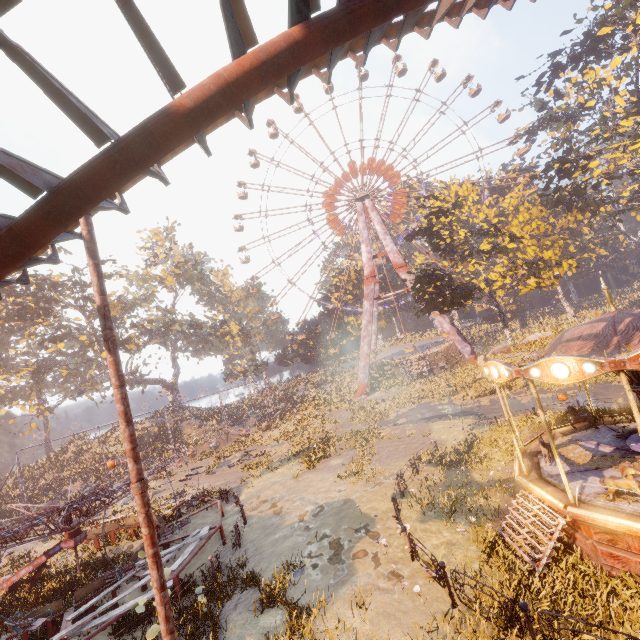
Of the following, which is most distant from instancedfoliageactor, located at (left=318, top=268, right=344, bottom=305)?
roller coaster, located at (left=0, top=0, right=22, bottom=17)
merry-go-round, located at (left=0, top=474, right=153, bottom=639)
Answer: roller coaster, located at (left=0, top=0, right=22, bottom=17)

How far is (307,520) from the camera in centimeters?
1399cm

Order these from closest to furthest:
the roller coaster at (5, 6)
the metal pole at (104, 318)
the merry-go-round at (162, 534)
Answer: the roller coaster at (5, 6) < the metal pole at (104, 318) < the merry-go-round at (162, 534)

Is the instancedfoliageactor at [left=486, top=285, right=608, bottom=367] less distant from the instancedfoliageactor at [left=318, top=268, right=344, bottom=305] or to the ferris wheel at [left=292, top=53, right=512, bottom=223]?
the ferris wheel at [left=292, top=53, right=512, bottom=223]

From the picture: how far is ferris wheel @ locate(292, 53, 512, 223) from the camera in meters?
44.7

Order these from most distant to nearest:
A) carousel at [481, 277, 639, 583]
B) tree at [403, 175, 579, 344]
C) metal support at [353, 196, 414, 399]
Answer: metal support at [353, 196, 414, 399] < tree at [403, 175, 579, 344] < carousel at [481, 277, 639, 583]

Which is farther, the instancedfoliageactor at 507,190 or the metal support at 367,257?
the metal support at 367,257

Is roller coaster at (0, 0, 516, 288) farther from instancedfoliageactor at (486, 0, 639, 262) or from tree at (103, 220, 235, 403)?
tree at (103, 220, 235, 403)
